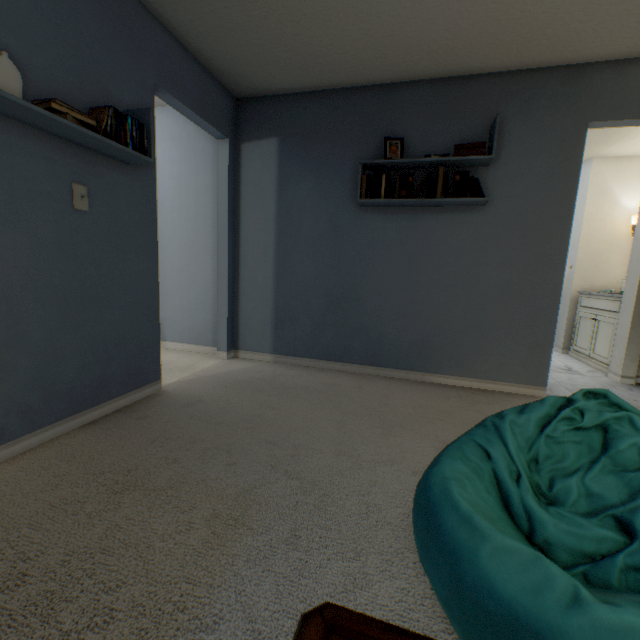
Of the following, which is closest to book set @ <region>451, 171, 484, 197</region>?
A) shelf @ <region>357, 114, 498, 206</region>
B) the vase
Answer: shelf @ <region>357, 114, 498, 206</region>

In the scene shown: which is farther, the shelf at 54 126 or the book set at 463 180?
the book set at 463 180

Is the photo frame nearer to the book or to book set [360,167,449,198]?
book set [360,167,449,198]

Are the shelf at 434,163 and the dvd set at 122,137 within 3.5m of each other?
yes

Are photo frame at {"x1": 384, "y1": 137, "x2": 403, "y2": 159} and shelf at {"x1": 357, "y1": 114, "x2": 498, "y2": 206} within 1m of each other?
yes

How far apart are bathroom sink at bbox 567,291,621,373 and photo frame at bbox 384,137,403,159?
2.8m

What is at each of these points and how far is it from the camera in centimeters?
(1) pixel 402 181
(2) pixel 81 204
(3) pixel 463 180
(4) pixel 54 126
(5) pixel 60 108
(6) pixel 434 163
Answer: (1) book set, 256cm
(2) light switch, 170cm
(3) book set, 244cm
(4) shelf, 145cm
(5) book, 143cm
(6) shelf, 253cm

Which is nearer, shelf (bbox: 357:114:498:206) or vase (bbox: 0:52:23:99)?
vase (bbox: 0:52:23:99)
